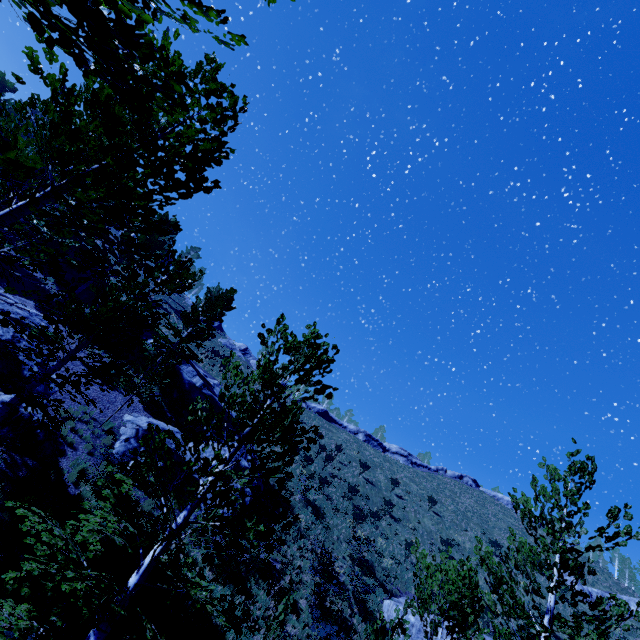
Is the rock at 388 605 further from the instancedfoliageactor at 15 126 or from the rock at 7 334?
the rock at 7 334

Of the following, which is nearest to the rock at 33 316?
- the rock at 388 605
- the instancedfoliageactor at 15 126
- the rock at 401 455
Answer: the instancedfoliageactor at 15 126

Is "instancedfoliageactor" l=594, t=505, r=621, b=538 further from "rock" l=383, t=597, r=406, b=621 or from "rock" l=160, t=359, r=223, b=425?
"rock" l=383, t=597, r=406, b=621

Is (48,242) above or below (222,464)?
above

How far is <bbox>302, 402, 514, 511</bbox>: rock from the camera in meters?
49.0 m

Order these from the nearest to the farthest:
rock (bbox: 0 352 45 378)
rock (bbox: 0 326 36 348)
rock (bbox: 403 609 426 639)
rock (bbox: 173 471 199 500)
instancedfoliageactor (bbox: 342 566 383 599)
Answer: rock (bbox: 0 352 45 378)
rock (bbox: 0 326 36 348)
rock (bbox: 173 471 199 500)
rock (bbox: 403 609 426 639)
instancedfoliageactor (bbox: 342 566 383 599)

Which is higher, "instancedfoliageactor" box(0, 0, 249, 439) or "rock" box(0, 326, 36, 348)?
"instancedfoliageactor" box(0, 0, 249, 439)

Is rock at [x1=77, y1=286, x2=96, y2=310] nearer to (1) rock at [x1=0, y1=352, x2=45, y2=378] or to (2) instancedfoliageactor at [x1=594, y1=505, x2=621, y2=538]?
(2) instancedfoliageactor at [x1=594, y1=505, x2=621, y2=538]
